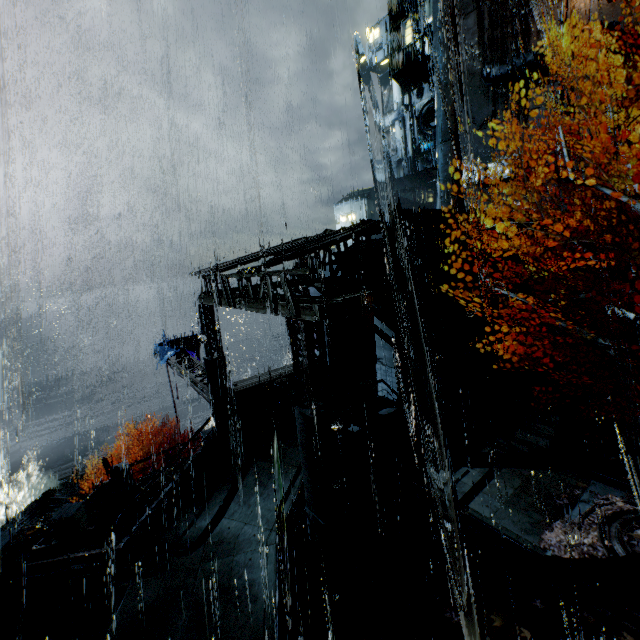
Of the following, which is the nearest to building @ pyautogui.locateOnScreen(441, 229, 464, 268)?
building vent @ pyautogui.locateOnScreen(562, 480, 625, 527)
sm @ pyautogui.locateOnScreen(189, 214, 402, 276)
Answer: sm @ pyautogui.locateOnScreen(189, 214, 402, 276)

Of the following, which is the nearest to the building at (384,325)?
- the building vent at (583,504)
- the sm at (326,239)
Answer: the sm at (326,239)

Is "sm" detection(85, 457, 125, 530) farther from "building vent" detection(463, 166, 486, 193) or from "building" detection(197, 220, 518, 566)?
"building vent" detection(463, 166, 486, 193)

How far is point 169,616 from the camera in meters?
8.3 m

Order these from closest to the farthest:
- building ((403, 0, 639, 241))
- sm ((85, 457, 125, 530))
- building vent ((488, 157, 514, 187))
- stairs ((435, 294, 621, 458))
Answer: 1. stairs ((435, 294, 621, 458))
2. sm ((85, 457, 125, 530))
3. building ((403, 0, 639, 241))
4. building vent ((488, 157, 514, 187))

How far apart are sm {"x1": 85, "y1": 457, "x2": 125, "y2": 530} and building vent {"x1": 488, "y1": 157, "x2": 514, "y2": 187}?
34.5 meters

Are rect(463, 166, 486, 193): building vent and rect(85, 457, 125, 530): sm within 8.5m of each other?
no

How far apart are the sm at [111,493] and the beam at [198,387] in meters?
5.1
